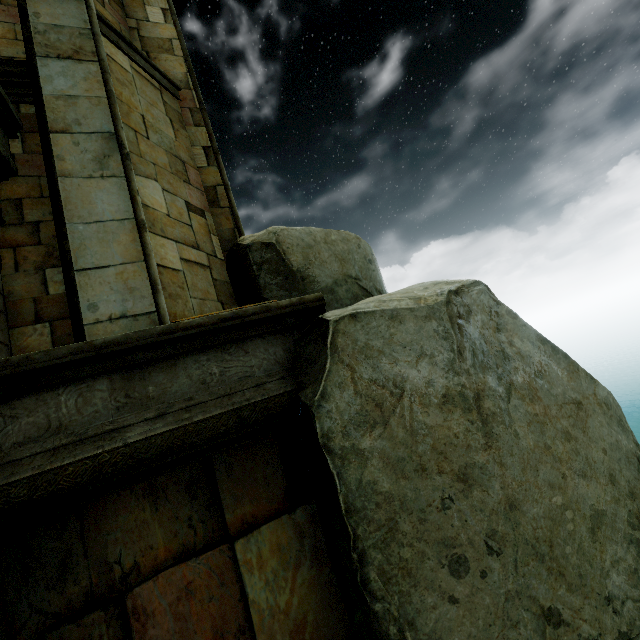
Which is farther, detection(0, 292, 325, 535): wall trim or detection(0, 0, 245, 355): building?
detection(0, 0, 245, 355): building

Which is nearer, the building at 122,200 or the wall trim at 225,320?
the wall trim at 225,320

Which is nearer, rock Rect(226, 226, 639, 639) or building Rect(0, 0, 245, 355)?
rock Rect(226, 226, 639, 639)

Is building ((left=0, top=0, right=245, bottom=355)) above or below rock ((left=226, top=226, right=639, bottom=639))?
above

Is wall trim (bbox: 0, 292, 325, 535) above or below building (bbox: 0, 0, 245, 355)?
below

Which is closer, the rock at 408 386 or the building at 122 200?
the rock at 408 386

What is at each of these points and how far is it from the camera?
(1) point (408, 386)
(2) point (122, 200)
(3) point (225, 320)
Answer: (1) rock, 3.0m
(2) building, 3.5m
(3) wall trim, 3.2m
